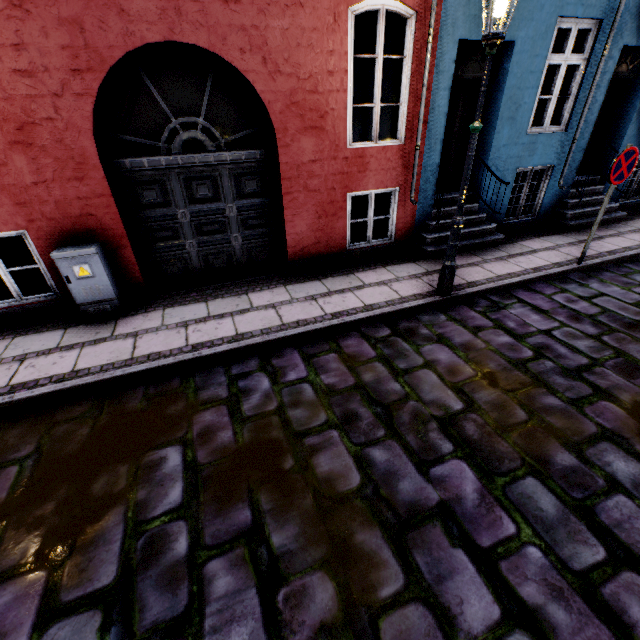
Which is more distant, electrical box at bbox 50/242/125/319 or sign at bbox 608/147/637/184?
sign at bbox 608/147/637/184

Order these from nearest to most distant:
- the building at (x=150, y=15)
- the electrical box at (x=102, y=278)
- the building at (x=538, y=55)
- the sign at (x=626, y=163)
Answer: the building at (x=150, y=15)
the electrical box at (x=102, y=278)
the sign at (x=626, y=163)
the building at (x=538, y=55)

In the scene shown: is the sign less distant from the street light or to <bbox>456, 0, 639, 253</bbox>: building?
<bbox>456, 0, 639, 253</bbox>: building

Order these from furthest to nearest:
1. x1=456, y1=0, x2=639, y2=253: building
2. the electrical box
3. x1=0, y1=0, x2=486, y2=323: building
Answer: x1=456, y1=0, x2=639, y2=253: building → the electrical box → x1=0, y1=0, x2=486, y2=323: building

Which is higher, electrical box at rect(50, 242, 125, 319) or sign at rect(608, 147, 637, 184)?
sign at rect(608, 147, 637, 184)

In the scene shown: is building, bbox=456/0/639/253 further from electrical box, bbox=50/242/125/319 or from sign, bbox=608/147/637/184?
sign, bbox=608/147/637/184

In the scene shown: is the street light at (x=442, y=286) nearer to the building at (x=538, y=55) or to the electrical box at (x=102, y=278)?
the building at (x=538, y=55)

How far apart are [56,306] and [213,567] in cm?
482
